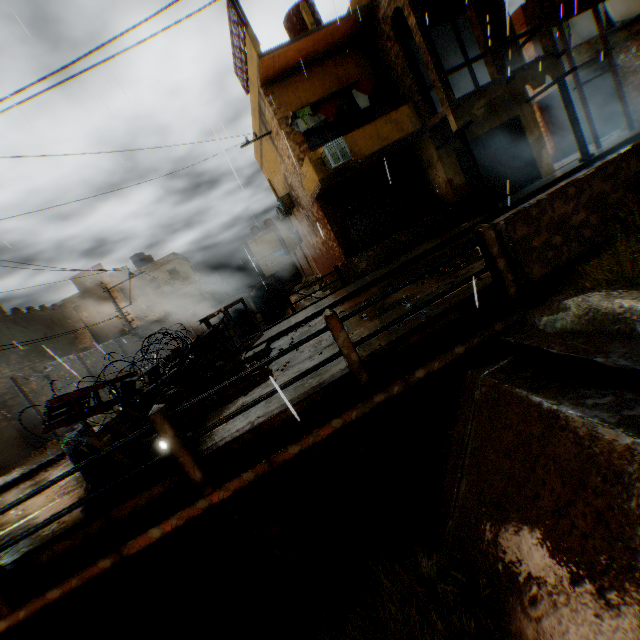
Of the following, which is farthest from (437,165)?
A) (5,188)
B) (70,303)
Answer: (70,303)

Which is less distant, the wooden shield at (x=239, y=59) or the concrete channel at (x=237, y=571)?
the concrete channel at (x=237, y=571)

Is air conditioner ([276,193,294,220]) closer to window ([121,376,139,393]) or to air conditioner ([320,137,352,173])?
air conditioner ([320,137,352,173])

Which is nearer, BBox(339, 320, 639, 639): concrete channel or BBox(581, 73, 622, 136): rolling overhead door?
BBox(339, 320, 639, 639): concrete channel

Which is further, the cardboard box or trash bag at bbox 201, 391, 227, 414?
the cardboard box

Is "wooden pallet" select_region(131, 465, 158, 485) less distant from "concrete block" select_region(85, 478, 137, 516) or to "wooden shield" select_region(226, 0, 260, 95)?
"concrete block" select_region(85, 478, 137, 516)

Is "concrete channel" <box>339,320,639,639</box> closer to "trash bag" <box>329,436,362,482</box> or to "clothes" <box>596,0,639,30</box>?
"trash bag" <box>329,436,362,482</box>

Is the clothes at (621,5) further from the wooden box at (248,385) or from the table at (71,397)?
the table at (71,397)
